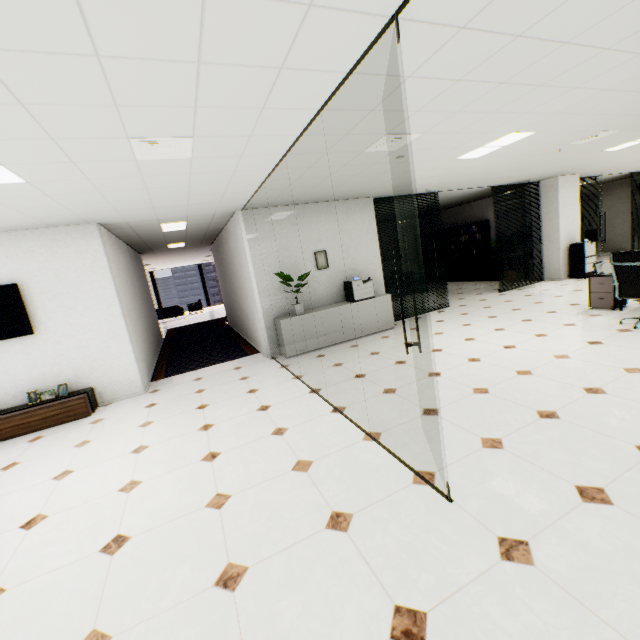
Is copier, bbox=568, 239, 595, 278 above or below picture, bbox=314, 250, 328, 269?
below

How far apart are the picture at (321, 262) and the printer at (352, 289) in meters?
0.5

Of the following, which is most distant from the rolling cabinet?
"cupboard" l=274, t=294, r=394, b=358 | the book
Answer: the book

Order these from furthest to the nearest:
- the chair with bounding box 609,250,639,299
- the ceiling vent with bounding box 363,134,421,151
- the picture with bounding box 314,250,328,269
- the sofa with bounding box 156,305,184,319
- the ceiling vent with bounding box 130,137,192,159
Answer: the sofa with bounding box 156,305,184,319
the picture with bounding box 314,250,328,269
the chair with bounding box 609,250,639,299
the ceiling vent with bounding box 363,134,421,151
the ceiling vent with bounding box 130,137,192,159

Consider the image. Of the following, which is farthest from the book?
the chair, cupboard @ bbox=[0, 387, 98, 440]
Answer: cupboard @ bbox=[0, 387, 98, 440]

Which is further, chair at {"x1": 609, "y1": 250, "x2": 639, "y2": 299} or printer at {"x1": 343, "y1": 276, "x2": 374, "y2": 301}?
printer at {"x1": 343, "y1": 276, "x2": 374, "y2": 301}

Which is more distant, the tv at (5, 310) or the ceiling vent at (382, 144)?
the tv at (5, 310)

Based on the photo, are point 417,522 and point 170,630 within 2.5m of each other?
yes
